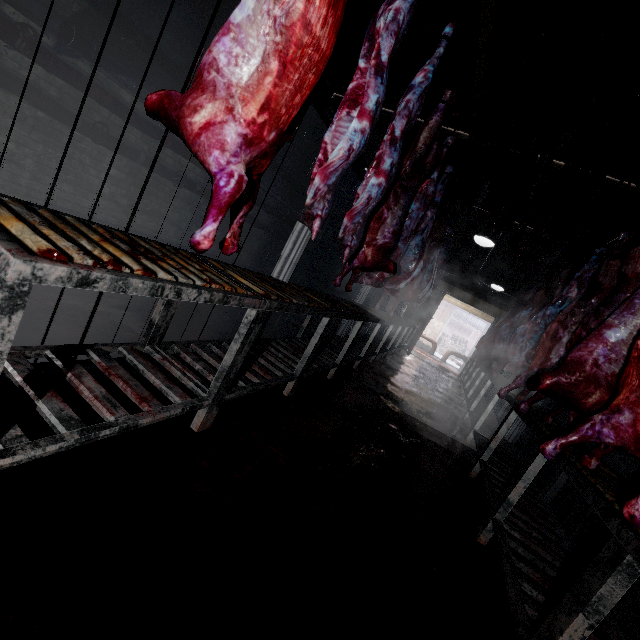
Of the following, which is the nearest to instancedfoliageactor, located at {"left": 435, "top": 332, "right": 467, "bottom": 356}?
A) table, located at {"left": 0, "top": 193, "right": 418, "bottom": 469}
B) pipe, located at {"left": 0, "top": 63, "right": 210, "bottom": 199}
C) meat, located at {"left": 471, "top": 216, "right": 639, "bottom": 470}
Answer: table, located at {"left": 0, "top": 193, "right": 418, "bottom": 469}

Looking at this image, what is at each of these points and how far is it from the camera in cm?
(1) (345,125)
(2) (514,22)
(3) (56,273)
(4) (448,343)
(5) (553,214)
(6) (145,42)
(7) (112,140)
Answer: (1) meat, 174
(2) pipe, 322
(3) table, 75
(4) instancedfoliageactor, 1712
(5) rig, 460
(6) pipe, 361
(7) pipe, 383

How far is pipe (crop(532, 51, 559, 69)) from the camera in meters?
3.3 m

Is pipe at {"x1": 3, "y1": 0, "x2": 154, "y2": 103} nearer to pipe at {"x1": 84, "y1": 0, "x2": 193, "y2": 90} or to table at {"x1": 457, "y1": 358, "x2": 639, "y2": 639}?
pipe at {"x1": 84, "y1": 0, "x2": 193, "y2": 90}

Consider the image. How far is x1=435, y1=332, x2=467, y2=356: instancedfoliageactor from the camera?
16.7m

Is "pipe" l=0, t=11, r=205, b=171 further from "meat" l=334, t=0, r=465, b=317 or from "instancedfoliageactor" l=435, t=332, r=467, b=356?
"instancedfoliageactor" l=435, t=332, r=467, b=356

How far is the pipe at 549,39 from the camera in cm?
312
